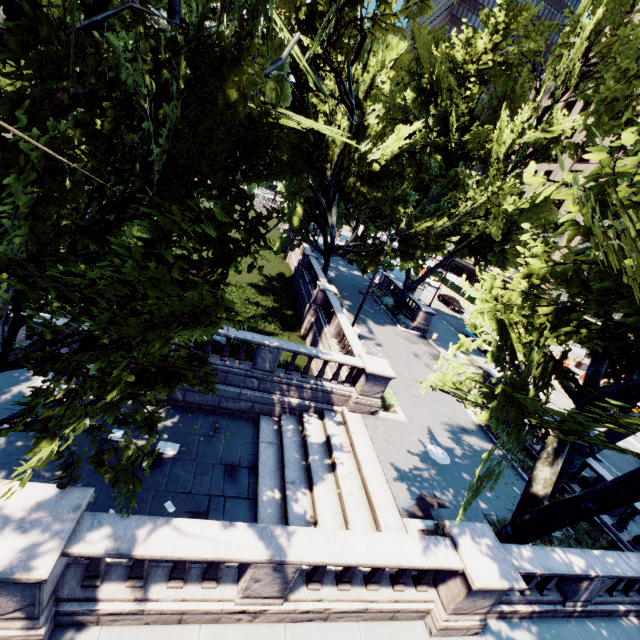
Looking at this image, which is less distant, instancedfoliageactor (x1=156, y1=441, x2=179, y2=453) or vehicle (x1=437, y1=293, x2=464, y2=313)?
instancedfoliageactor (x1=156, y1=441, x2=179, y2=453)

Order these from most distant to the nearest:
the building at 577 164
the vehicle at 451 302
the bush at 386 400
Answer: the building at 577 164, the vehicle at 451 302, the bush at 386 400

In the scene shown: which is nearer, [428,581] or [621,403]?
[621,403]

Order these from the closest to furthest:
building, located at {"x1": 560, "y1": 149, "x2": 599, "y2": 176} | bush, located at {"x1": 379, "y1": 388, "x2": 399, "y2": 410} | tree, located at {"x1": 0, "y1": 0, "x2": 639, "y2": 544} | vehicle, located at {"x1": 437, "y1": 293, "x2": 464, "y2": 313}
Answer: tree, located at {"x1": 0, "y1": 0, "x2": 639, "y2": 544} → bush, located at {"x1": 379, "y1": 388, "x2": 399, "y2": 410} → vehicle, located at {"x1": 437, "y1": 293, "x2": 464, "y2": 313} → building, located at {"x1": 560, "y1": 149, "x2": 599, "y2": 176}

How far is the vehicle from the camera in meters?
42.6 m

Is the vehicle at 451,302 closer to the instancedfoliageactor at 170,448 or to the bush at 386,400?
the bush at 386,400

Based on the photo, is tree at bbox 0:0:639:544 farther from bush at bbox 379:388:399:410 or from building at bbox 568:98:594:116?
building at bbox 568:98:594:116

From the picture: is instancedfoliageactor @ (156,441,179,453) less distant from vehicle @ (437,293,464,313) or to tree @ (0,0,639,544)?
tree @ (0,0,639,544)
